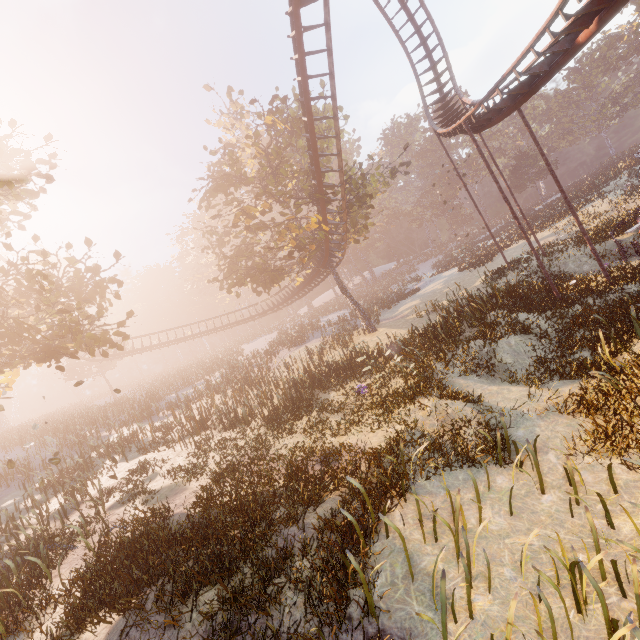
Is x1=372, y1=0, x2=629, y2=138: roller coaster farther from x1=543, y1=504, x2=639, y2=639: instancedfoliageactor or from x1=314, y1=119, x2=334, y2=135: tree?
x1=543, y1=504, x2=639, y2=639: instancedfoliageactor

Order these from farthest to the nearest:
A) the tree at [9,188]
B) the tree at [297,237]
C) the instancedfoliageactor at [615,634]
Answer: the tree at [297,237], the tree at [9,188], the instancedfoliageactor at [615,634]

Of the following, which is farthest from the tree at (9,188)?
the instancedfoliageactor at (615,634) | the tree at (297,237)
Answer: the instancedfoliageactor at (615,634)

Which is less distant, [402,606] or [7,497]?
[402,606]

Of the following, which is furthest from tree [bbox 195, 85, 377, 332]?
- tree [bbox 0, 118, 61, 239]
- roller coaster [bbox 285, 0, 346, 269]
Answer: tree [bbox 0, 118, 61, 239]

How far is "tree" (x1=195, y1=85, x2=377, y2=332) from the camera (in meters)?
20.75

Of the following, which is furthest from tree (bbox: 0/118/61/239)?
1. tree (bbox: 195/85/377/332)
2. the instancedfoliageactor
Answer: the instancedfoliageactor

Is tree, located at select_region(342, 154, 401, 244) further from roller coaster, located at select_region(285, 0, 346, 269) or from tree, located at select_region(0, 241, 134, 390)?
tree, located at select_region(0, 241, 134, 390)
